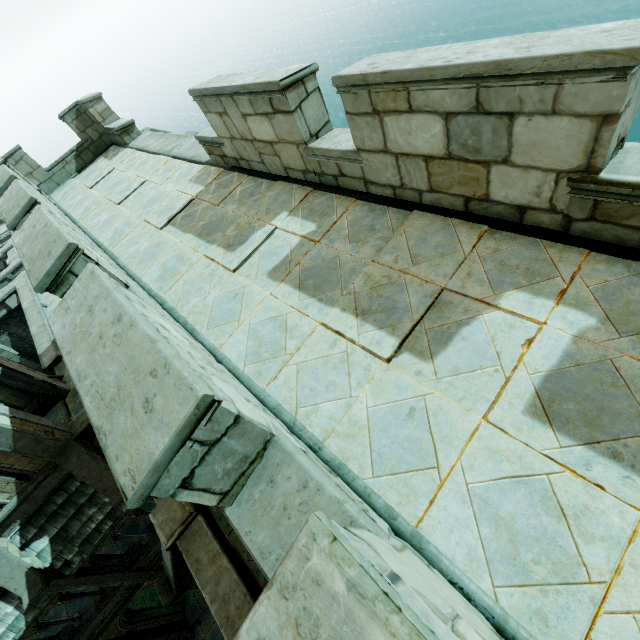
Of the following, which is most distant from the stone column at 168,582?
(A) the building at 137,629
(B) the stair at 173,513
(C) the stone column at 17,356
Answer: (C) the stone column at 17,356

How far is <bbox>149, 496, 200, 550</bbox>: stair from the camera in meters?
6.8 m

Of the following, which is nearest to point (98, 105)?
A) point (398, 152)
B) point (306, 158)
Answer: point (306, 158)

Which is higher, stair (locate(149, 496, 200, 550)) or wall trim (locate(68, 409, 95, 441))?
stair (locate(149, 496, 200, 550))

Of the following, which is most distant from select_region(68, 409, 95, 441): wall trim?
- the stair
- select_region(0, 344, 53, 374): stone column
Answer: select_region(0, 344, 53, 374): stone column

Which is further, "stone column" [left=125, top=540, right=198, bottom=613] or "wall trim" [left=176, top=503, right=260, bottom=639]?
"stone column" [left=125, top=540, right=198, bottom=613]

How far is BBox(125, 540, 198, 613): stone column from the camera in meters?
7.3 m
